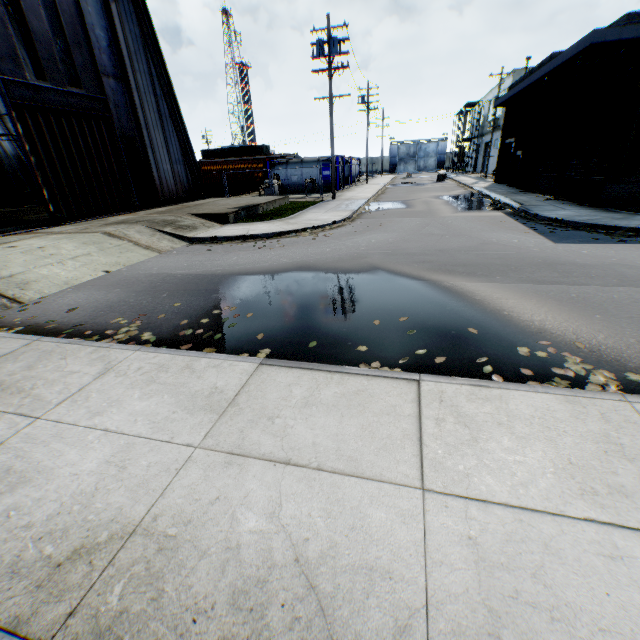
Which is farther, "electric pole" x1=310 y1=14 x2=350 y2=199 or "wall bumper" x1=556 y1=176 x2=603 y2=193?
"electric pole" x1=310 y1=14 x2=350 y2=199

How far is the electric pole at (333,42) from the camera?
18.48m

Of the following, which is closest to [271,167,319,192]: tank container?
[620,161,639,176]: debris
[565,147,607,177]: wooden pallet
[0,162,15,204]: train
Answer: [565,147,607,177]: wooden pallet

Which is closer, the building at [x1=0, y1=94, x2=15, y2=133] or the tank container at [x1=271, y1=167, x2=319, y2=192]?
the building at [x1=0, y1=94, x2=15, y2=133]

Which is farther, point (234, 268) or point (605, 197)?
point (605, 197)

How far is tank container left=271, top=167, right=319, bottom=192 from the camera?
29.6m

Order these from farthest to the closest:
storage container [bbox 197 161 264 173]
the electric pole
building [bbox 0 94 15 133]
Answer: storage container [bbox 197 161 264 173], building [bbox 0 94 15 133], the electric pole

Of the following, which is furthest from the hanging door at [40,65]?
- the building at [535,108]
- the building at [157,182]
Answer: the building at [535,108]
